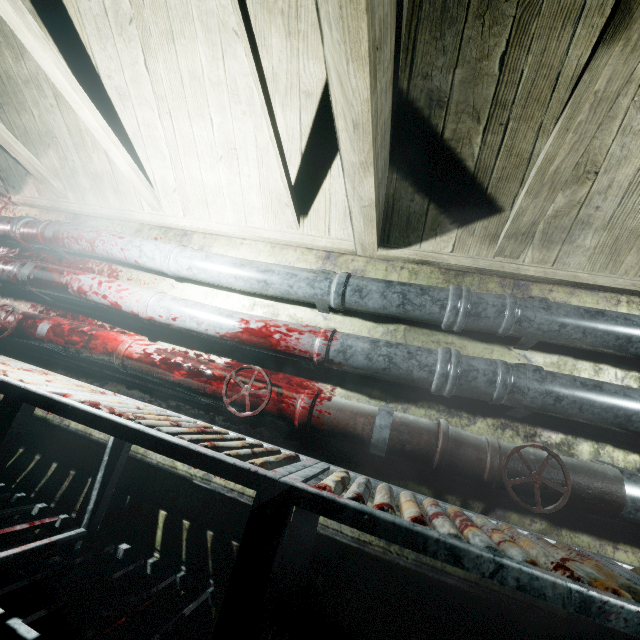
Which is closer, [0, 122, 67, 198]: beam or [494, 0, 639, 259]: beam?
[494, 0, 639, 259]: beam

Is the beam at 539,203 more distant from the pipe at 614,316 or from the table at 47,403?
the table at 47,403

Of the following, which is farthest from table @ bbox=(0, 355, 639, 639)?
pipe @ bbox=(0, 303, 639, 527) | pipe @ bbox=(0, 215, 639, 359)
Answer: pipe @ bbox=(0, 215, 639, 359)

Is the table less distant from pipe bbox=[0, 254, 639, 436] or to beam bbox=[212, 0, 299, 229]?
pipe bbox=[0, 254, 639, 436]

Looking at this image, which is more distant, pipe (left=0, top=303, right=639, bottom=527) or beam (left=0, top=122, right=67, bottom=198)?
A: beam (left=0, top=122, right=67, bottom=198)

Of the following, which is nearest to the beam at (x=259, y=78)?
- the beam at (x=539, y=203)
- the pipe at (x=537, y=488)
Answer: the beam at (x=539, y=203)

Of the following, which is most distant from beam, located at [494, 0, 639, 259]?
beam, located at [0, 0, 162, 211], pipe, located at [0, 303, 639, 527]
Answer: pipe, located at [0, 303, 639, 527]

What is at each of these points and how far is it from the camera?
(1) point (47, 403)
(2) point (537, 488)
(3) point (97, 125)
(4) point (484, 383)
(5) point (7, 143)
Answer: (1) table, 1.1 meters
(2) pipe, 1.2 meters
(3) beam, 1.8 meters
(4) pipe, 1.4 meters
(5) beam, 2.1 meters
